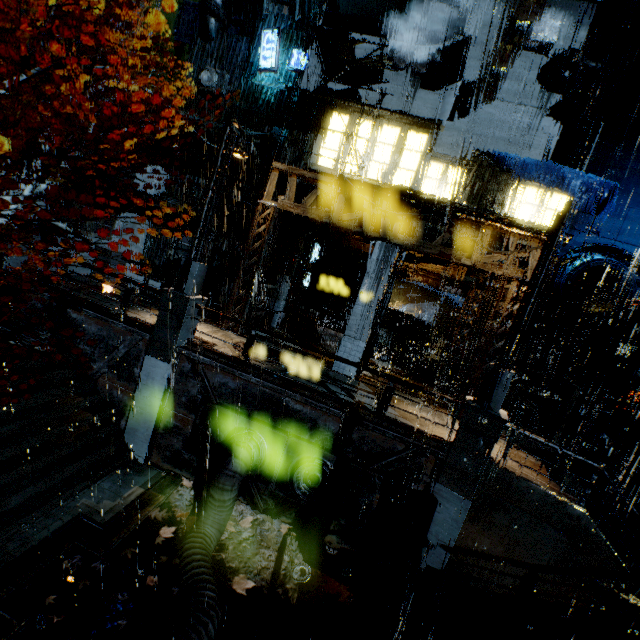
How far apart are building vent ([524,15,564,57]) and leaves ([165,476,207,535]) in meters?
26.9 m

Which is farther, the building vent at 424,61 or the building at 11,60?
the building at 11,60

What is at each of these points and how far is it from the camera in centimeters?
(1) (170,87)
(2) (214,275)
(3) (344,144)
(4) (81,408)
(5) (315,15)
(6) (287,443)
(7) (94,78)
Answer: (1) building, 2673cm
(2) building, 2322cm
(3) building, 1727cm
(4) stairs, 1071cm
(5) sm, 1966cm
(6) pipe, 995cm
(7) building, 2502cm

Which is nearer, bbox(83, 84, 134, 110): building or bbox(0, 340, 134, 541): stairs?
bbox(0, 340, 134, 541): stairs

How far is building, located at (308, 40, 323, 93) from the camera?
17.2m

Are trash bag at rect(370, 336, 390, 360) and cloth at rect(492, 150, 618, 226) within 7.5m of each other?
no

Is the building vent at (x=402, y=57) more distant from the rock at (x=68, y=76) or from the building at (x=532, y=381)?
the rock at (x=68, y=76)

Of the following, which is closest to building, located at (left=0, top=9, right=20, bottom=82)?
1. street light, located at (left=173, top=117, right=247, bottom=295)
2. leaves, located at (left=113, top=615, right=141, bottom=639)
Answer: street light, located at (left=173, top=117, right=247, bottom=295)
